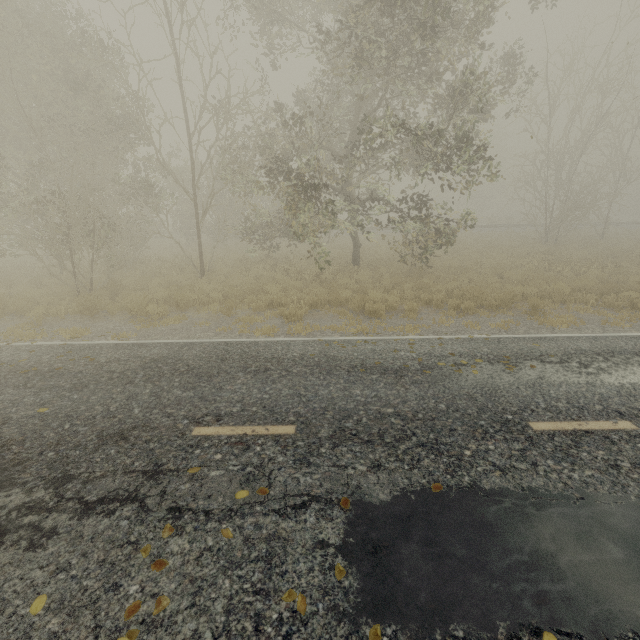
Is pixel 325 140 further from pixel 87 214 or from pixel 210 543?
pixel 210 543

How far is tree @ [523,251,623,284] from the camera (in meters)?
13.52

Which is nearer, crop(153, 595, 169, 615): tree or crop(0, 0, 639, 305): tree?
crop(153, 595, 169, 615): tree

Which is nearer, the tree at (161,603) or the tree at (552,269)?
the tree at (161,603)

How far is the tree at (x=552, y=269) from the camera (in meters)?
13.52

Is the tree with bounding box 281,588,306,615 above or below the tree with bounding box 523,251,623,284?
above
